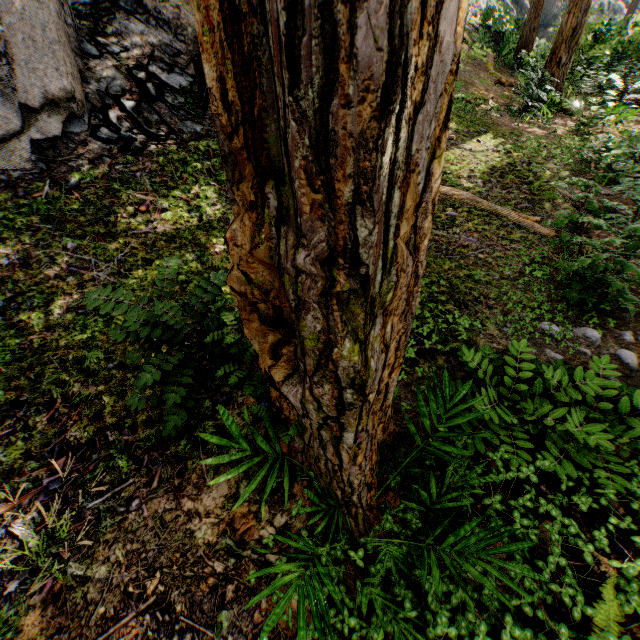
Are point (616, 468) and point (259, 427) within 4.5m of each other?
yes

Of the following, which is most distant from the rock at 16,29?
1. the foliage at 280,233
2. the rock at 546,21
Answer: the rock at 546,21

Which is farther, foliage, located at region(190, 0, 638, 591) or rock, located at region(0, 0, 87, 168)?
rock, located at region(0, 0, 87, 168)

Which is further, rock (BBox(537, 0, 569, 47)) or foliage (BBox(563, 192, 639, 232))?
rock (BBox(537, 0, 569, 47))

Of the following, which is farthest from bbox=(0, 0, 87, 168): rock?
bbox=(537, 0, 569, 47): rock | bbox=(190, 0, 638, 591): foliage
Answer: bbox=(537, 0, 569, 47): rock

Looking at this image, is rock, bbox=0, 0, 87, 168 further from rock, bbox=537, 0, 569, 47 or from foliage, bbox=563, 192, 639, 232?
rock, bbox=537, 0, 569, 47

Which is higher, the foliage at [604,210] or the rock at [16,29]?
the rock at [16,29]
